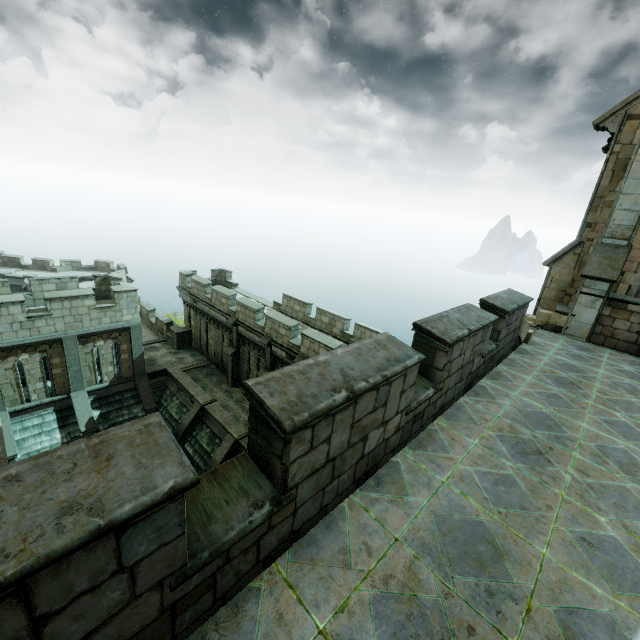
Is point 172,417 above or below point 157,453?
below

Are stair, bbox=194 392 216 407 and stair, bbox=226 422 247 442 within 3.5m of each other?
yes

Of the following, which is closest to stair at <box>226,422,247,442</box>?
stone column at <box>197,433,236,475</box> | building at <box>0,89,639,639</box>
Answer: stone column at <box>197,433,236,475</box>

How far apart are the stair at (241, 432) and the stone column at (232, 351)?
4.68m

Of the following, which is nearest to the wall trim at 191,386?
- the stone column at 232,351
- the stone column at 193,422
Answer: the stone column at 193,422

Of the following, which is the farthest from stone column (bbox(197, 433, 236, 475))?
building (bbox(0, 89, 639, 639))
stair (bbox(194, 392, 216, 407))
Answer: building (bbox(0, 89, 639, 639))

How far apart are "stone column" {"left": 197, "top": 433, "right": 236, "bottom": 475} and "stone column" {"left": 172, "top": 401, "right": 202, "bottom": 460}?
2.8 meters

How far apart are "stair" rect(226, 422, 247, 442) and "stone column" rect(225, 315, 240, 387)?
4.68m
